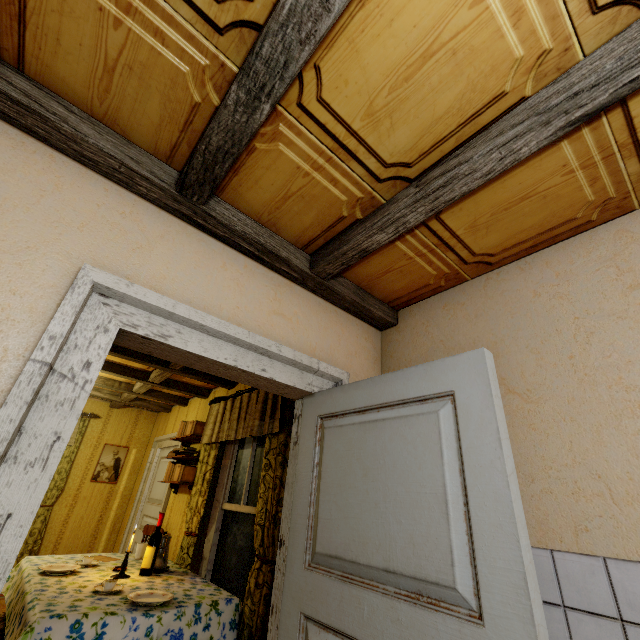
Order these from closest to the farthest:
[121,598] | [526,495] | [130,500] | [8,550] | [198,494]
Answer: [8,550] < [526,495] < [121,598] < [198,494] < [130,500]

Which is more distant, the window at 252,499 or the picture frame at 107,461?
the picture frame at 107,461

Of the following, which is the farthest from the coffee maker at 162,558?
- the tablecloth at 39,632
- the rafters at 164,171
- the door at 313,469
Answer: the rafters at 164,171

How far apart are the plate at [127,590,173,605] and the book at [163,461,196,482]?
1.72m

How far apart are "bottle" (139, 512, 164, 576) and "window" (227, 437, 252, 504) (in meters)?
0.66

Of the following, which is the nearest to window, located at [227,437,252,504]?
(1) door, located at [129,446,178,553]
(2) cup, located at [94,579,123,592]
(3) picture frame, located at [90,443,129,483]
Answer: (2) cup, located at [94,579,123,592]

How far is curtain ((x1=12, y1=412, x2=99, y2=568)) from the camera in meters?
4.8

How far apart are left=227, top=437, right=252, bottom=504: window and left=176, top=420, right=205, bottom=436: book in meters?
0.8 m
